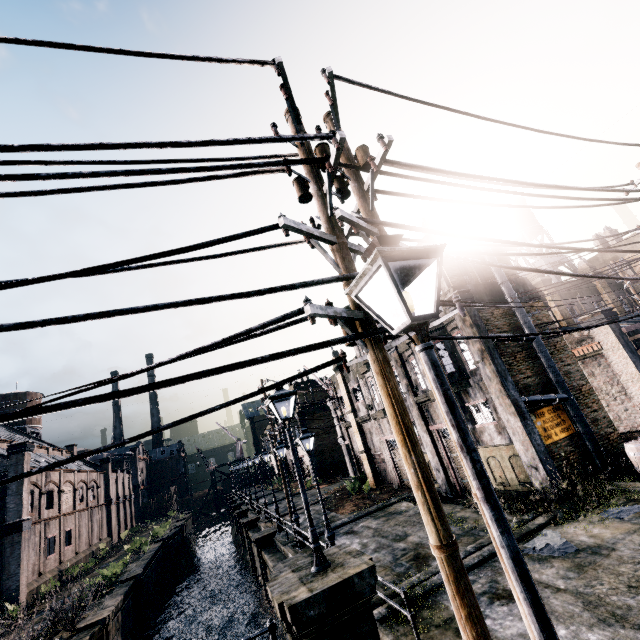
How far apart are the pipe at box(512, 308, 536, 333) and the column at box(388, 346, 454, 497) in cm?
654

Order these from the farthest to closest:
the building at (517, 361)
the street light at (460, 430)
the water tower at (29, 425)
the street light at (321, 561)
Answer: the water tower at (29, 425), the building at (517, 361), the street light at (321, 561), the street light at (460, 430)

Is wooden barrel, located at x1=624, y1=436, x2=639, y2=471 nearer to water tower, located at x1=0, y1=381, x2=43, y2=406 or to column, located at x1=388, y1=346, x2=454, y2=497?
column, located at x1=388, y1=346, x2=454, y2=497

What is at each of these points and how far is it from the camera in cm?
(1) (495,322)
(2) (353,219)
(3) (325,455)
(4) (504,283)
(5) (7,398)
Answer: (1) building, 1697
(2) electric pole, 437
(3) building, 4547
(4) pipe, 1781
(5) water tower, 5275

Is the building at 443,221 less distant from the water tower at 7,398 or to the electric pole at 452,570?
the electric pole at 452,570

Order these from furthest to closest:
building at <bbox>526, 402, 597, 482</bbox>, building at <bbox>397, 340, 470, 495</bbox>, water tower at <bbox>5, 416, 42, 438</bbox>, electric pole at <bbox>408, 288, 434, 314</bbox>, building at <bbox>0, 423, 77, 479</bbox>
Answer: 1. water tower at <bbox>5, 416, 42, 438</bbox>
2. building at <bbox>0, 423, 77, 479</bbox>
3. building at <bbox>397, 340, 470, 495</bbox>
4. building at <bbox>526, 402, 597, 482</bbox>
5. electric pole at <bbox>408, 288, 434, 314</bbox>

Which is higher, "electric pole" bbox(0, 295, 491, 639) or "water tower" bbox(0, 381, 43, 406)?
"water tower" bbox(0, 381, 43, 406)

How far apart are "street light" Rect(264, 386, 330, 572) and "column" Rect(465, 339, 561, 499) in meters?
10.6
